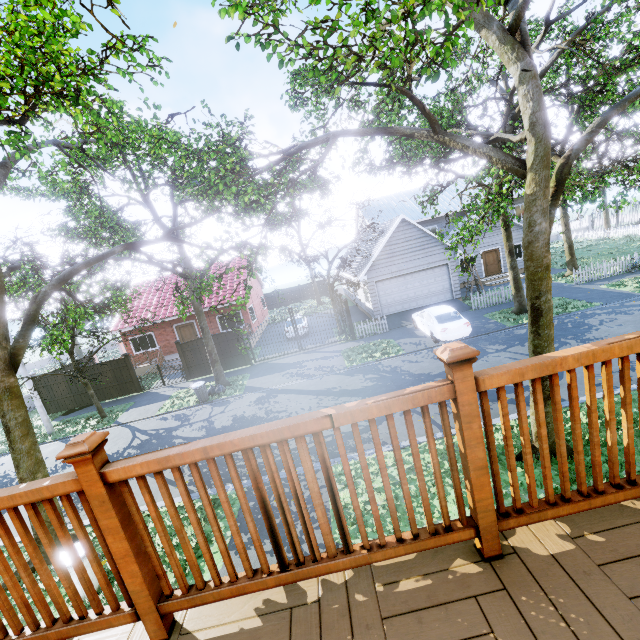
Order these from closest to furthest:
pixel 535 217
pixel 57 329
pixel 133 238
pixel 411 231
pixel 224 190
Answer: pixel 535 217 < pixel 224 190 < pixel 57 329 < pixel 133 238 < pixel 411 231

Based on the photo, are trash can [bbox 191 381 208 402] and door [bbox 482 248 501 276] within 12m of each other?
no

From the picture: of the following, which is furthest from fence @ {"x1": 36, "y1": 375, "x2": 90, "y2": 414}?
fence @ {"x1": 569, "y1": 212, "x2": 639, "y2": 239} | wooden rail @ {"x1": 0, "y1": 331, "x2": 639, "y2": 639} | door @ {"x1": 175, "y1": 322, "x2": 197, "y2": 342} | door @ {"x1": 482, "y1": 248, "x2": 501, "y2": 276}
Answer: wooden rail @ {"x1": 0, "y1": 331, "x2": 639, "y2": 639}

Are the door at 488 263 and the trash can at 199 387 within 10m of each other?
no

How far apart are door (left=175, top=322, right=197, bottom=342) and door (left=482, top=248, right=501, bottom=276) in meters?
23.6

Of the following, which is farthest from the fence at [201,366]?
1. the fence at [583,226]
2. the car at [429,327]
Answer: the car at [429,327]

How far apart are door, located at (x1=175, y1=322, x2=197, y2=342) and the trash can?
9.44m

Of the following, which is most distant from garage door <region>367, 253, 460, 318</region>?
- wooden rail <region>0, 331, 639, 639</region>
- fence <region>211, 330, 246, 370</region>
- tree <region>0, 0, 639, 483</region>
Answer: wooden rail <region>0, 331, 639, 639</region>
